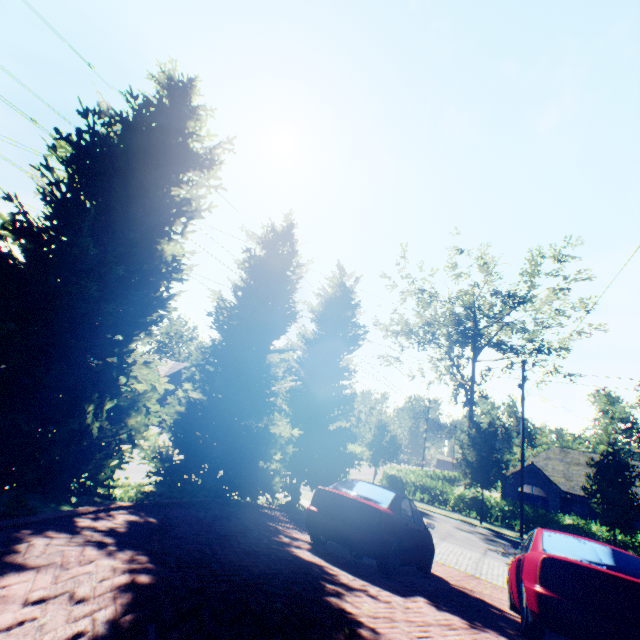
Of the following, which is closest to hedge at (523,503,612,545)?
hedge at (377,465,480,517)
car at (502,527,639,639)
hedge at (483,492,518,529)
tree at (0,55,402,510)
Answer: hedge at (483,492,518,529)

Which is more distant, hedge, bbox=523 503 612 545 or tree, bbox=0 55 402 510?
hedge, bbox=523 503 612 545

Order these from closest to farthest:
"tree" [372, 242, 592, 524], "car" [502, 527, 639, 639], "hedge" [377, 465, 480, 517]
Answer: "car" [502, 527, 639, 639] < "tree" [372, 242, 592, 524] < "hedge" [377, 465, 480, 517]

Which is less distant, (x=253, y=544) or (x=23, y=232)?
(x=253, y=544)

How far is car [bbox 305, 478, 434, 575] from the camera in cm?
619

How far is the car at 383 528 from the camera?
6.2m

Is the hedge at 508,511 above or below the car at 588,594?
below

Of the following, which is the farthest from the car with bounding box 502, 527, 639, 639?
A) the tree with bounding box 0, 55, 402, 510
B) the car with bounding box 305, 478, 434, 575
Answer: the tree with bounding box 0, 55, 402, 510
